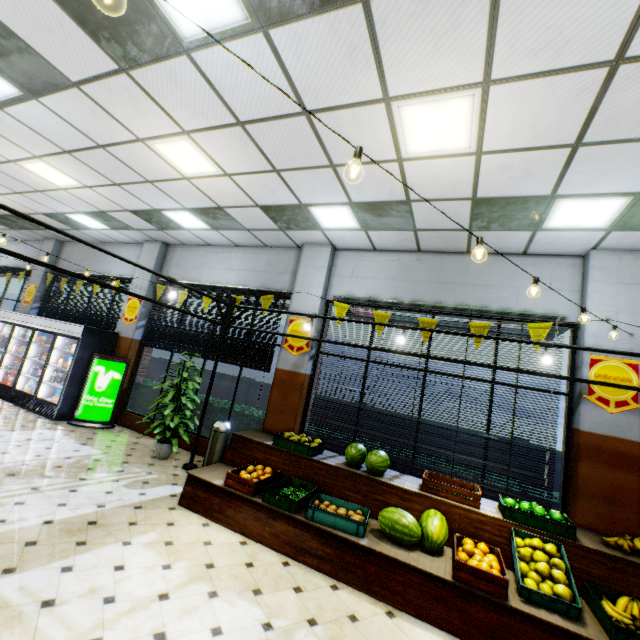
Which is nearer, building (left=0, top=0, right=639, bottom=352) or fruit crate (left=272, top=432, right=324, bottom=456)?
building (left=0, top=0, right=639, bottom=352)

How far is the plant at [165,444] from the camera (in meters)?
Answer: 6.25

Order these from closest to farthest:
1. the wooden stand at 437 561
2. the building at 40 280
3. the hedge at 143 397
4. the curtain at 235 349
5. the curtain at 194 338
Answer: the wooden stand at 437 561, the curtain at 235 349, the curtain at 194 338, the hedge at 143 397, the building at 40 280

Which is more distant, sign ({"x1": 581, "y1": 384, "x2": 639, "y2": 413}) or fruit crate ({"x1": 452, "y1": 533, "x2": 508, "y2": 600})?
sign ({"x1": 581, "y1": 384, "x2": 639, "y2": 413})

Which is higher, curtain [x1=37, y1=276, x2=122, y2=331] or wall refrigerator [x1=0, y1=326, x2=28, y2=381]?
curtain [x1=37, y1=276, x2=122, y2=331]

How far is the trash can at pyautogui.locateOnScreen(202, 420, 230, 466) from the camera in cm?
614

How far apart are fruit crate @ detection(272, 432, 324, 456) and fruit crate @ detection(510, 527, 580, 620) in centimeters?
277cm

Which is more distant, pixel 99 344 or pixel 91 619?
pixel 99 344
